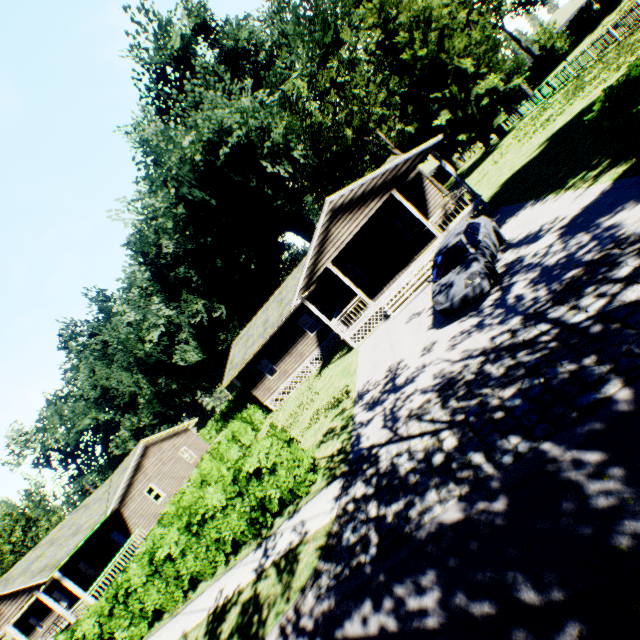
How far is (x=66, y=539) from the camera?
21.9 meters

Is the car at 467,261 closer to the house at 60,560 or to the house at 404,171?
the house at 404,171

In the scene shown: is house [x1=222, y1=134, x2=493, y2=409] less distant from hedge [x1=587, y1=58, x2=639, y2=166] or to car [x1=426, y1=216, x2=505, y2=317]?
car [x1=426, y1=216, x2=505, y2=317]

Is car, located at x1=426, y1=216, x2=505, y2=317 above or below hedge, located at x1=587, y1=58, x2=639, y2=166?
below

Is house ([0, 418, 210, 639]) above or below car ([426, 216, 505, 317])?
above

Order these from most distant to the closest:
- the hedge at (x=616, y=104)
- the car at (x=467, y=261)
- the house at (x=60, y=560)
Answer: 1. the house at (x=60, y=560)
2. the car at (x=467, y=261)
3. the hedge at (x=616, y=104)

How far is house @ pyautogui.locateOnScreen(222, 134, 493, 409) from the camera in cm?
1642

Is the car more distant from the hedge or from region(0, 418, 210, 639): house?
region(0, 418, 210, 639): house
